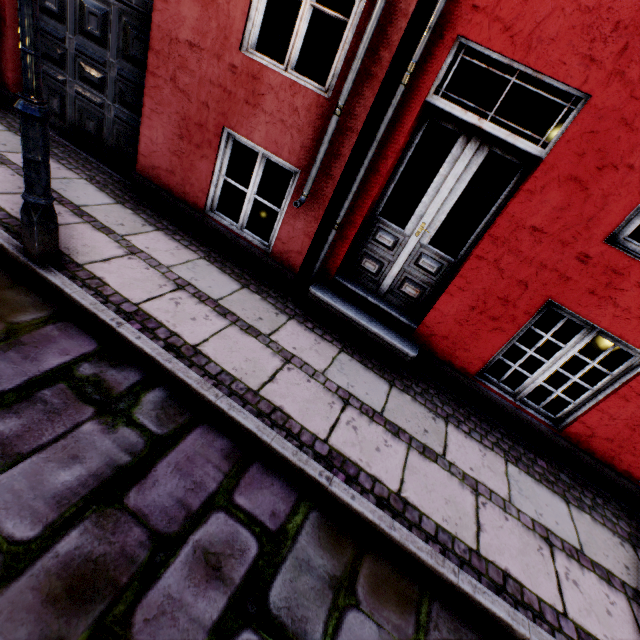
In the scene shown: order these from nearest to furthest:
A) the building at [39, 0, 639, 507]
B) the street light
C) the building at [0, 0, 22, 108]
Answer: the street light → the building at [39, 0, 639, 507] → the building at [0, 0, 22, 108]

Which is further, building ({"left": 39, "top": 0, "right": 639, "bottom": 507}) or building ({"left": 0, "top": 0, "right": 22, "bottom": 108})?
building ({"left": 0, "top": 0, "right": 22, "bottom": 108})

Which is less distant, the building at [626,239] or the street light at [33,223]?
the street light at [33,223]

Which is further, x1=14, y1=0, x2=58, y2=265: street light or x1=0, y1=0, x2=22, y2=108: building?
x1=0, y1=0, x2=22, y2=108: building

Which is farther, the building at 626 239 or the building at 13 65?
the building at 13 65

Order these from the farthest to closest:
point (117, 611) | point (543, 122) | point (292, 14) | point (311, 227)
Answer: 1. point (543, 122)
2. point (292, 14)
3. point (311, 227)
4. point (117, 611)
